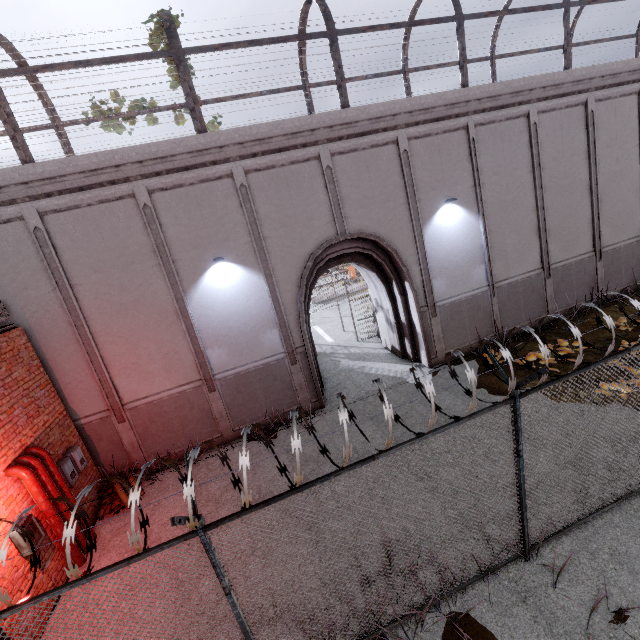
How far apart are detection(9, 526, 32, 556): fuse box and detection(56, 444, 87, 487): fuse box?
1.2m

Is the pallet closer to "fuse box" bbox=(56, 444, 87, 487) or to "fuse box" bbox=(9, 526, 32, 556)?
"fuse box" bbox=(56, 444, 87, 487)

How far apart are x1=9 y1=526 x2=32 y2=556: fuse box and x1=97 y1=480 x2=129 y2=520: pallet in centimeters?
162cm

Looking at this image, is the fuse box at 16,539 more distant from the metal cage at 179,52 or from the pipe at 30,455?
the metal cage at 179,52

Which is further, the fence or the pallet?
the pallet

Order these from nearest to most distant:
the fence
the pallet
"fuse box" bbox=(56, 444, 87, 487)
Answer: the fence → "fuse box" bbox=(56, 444, 87, 487) → the pallet

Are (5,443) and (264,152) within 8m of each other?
no

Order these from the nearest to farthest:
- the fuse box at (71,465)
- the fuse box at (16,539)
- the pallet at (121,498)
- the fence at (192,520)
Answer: the fence at (192,520) < the fuse box at (16,539) < the fuse box at (71,465) < the pallet at (121,498)
